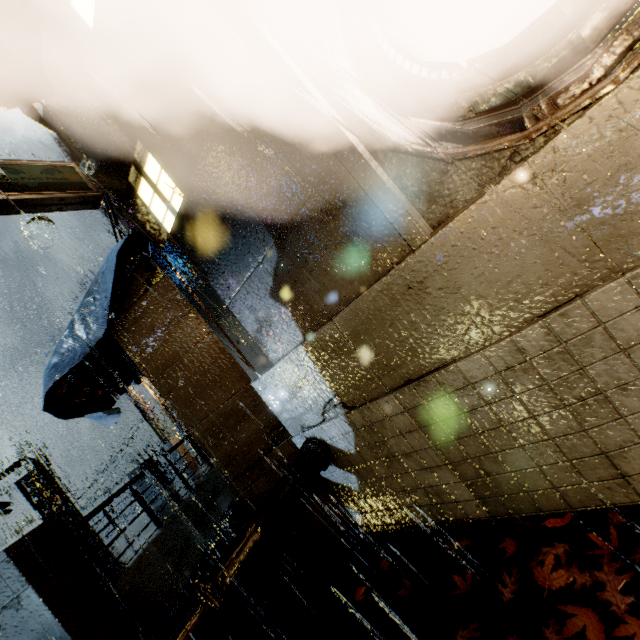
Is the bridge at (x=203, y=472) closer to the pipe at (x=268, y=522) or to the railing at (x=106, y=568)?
the railing at (x=106, y=568)

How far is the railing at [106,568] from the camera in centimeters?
539cm

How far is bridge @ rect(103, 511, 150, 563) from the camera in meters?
8.2 m

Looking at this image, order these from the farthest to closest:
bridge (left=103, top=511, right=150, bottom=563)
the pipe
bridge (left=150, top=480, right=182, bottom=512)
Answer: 1. bridge (left=150, top=480, right=182, bottom=512)
2. bridge (left=103, top=511, right=150, bottom=563)
3. the pipe

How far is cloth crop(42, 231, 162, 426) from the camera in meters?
5.0

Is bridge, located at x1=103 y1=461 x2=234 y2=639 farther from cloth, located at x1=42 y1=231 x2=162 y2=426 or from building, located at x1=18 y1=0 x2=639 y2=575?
cloth, located at x1=42 y1=231 x2=162 y2=426

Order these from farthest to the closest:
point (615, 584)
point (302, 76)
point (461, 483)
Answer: point (461, 483)
point (302, 76)
point (615, 584)

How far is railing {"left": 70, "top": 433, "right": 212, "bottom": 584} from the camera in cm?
539
